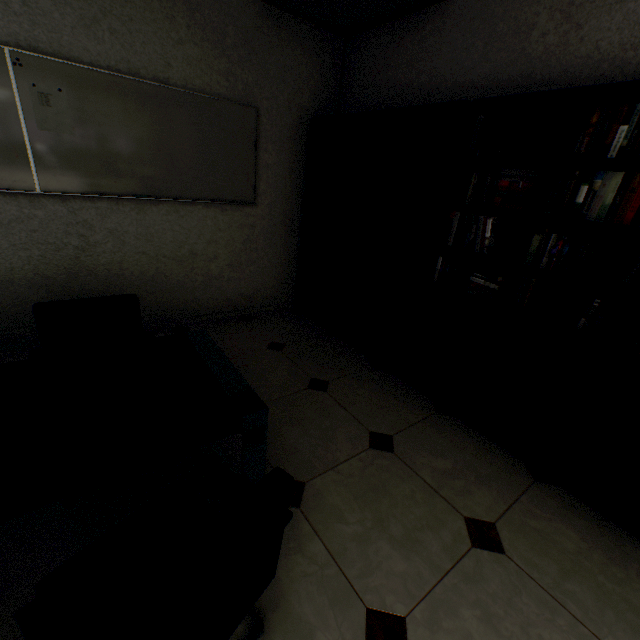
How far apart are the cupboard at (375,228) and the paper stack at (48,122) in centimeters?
214cm

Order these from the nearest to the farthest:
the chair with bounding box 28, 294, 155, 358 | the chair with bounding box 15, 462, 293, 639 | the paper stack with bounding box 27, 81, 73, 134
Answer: the chair with bounding box 15, 462, 293, 639 < the chair with bounding box 28, 294, 155, 358 < the paper stack with bounding box 27, 81, 73, 134

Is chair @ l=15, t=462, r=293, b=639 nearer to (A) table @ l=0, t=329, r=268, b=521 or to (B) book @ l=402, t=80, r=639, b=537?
(A) table @ l=0, t=329, r=268, b=521

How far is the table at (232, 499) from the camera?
1.7m

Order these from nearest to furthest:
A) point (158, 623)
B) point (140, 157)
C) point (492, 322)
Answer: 1. point (158, 623)
2. point (492, 322)
3. point (140, 157)

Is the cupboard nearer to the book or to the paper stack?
the book

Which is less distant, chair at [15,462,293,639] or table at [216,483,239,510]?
chair at [15,462,293,639]

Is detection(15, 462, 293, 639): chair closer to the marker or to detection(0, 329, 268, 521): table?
detection(0, 329, 268, 521): table
